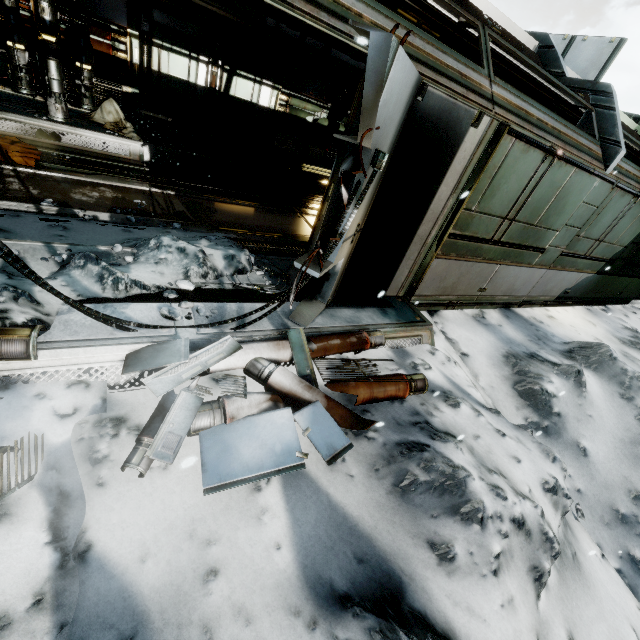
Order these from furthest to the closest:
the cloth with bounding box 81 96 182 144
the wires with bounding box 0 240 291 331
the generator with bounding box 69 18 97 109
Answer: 1. the cloth with bounding box 81 96 182 144
2. the generator with bounding box 69 18 97 109
3. the wires with bounding box 0 240 291 331

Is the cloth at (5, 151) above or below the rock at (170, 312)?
below

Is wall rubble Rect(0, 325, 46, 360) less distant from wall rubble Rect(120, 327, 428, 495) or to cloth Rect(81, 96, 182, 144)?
wall rubble Rect(120, 327, 428, 495)

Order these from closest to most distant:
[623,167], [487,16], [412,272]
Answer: [412,272]
[487,16]
[623,167]

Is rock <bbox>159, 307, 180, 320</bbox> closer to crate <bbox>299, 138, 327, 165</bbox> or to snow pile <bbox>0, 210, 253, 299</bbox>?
snow pile <bbox>0, 210, 253, 299</bbox>

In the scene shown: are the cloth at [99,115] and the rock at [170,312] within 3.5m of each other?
no

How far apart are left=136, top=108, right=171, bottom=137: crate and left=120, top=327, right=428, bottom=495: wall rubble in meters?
7.9

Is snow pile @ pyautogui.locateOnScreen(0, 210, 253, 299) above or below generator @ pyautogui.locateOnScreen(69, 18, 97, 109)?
below
